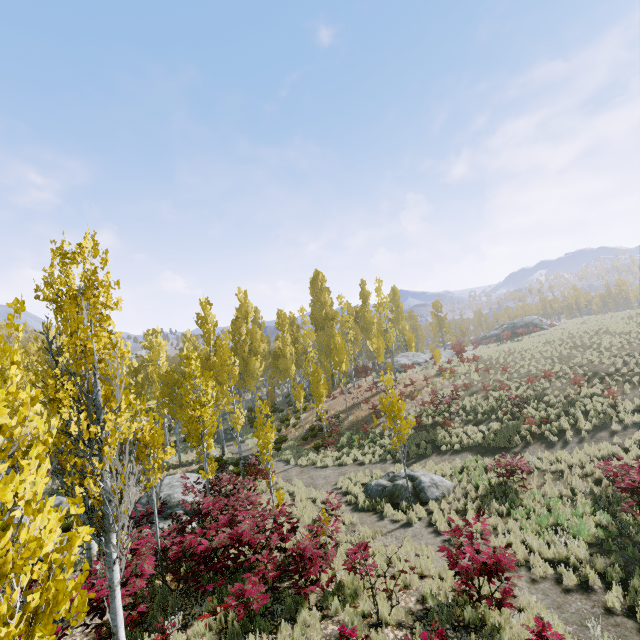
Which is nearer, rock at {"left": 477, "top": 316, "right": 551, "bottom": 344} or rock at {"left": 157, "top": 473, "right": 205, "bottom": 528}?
rock at {"left": 157, "top": 473, "right": 205, "bottom": 528}

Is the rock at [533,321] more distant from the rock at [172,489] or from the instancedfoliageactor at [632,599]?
the rock at [172,489]

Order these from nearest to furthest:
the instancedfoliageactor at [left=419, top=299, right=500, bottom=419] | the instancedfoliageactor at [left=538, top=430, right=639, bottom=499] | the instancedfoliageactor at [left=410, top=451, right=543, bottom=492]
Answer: the instancedfoliageactor at [left=538, top=430, right=639, bottom=499]
the instancedfoliageactor at [left=410, top=451, right=543, bottom=492]
the instancedfoliageactor at [left=419, top=299, right=500, bottom=419]

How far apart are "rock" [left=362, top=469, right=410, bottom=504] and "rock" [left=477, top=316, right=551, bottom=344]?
37.9 meters

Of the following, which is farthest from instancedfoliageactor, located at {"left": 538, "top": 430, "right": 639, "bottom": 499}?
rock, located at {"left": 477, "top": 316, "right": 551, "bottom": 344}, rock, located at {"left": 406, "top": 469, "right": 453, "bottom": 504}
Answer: rock, located at {"left": 477, "top": 316, "right": 551, "bottom": 344}

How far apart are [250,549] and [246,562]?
1.3 meters

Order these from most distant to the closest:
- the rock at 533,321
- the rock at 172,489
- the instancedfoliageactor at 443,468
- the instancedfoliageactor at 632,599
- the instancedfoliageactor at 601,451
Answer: the rock at 533,321 < the rock at 172,489 < the instancedfoliageactor at 443,468 < the instancedfoliageactor at 601,451 < the instancedfoliageactor at 632,599

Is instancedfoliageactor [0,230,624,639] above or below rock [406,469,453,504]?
above
